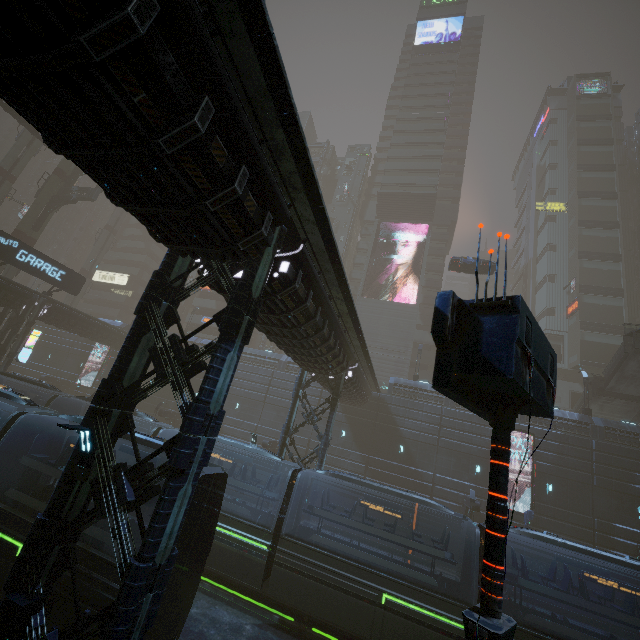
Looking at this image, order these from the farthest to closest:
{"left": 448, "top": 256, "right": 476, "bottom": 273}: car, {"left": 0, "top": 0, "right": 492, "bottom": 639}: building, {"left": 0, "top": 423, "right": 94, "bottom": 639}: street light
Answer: {"left": 448, "top": 256, "right": 476, "bottom": 273}: car < {"left": 0, "top": 423, "right": 94, "bottom": 639}: street light < {"left": 0, "top": 0, "right": 492, "bottom": 639}: building

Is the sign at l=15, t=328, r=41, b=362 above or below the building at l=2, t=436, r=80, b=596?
above

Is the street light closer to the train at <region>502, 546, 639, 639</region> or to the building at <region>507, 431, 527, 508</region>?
the building at <region>507, 431, 527, 508</region>

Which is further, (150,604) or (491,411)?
(150,604)

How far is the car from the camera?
32.16m

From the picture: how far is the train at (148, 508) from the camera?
9.45m

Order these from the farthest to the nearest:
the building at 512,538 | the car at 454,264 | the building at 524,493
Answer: the car at 454,264, the building at 524,493, the building at 512,538

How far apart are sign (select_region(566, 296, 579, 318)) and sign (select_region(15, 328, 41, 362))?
65.9 meters
